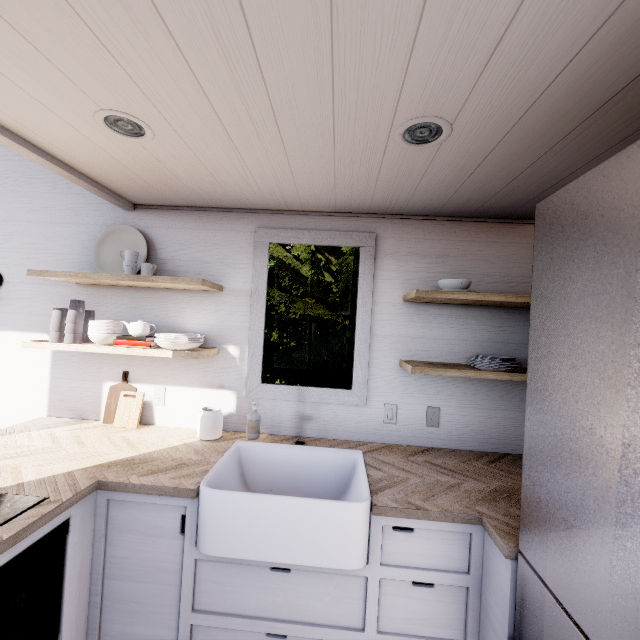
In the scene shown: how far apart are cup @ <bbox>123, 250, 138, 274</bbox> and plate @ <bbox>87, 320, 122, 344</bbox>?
0.3m

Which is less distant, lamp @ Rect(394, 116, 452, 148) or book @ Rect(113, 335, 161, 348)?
lamp @ Rect(394, 116, 452, 148)

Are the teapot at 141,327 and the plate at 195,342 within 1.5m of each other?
yes

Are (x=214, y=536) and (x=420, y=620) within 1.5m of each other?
yes

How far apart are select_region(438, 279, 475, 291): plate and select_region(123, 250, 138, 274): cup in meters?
1.9

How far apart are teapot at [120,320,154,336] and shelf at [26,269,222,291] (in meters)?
0.24

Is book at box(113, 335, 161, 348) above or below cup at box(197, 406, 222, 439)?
above

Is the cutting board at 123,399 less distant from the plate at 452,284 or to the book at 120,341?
the book at 120,341
